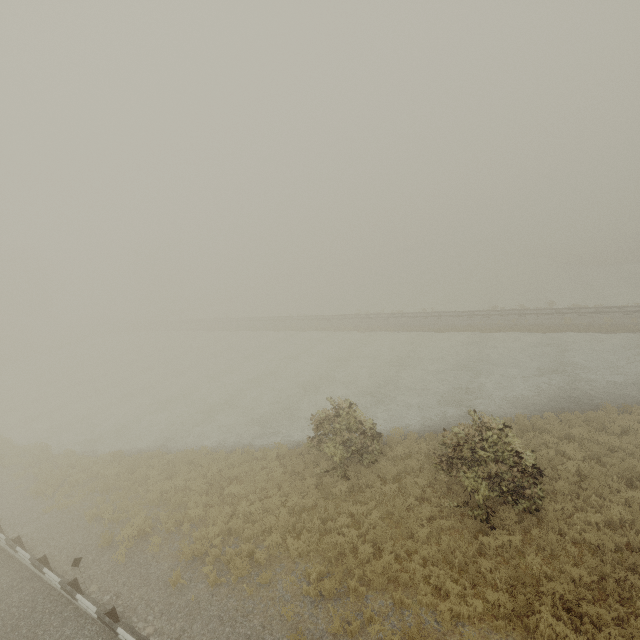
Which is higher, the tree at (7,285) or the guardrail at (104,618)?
the tree at (7,285)

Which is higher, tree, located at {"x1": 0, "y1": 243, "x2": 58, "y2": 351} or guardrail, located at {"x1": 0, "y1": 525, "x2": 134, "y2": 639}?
tree, located at {"x1": 0, "y1": 243, "x2": 58, "y2": 351}

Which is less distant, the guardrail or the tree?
the guardrail

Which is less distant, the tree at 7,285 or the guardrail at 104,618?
the guardrail at 104,618

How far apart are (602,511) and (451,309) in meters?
30.3 m
